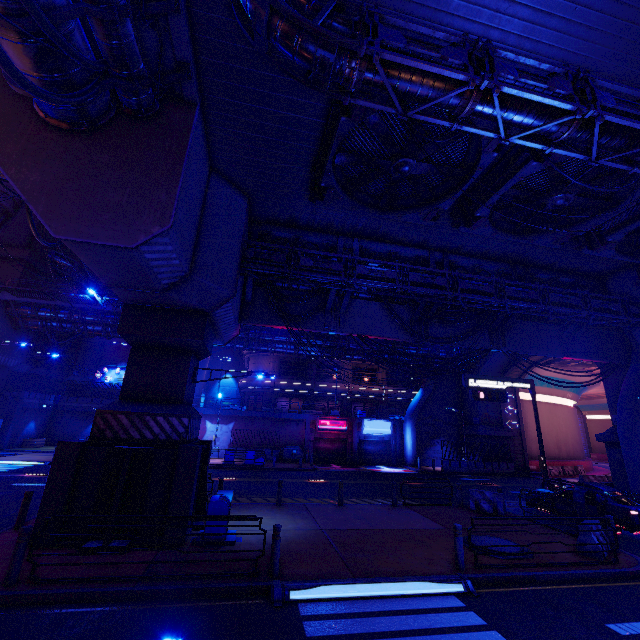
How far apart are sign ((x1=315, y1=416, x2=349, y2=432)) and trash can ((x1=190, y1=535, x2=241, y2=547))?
24.4m

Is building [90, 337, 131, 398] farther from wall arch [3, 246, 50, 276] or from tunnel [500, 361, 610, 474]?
tunnel [500, 361, 610, 474]

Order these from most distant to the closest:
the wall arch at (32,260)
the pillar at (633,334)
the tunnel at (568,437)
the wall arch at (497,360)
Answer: the tunnel at (568,437) → the wall arch at (497,360) → the wall arch at (32,260) → the pillar at (633,334)

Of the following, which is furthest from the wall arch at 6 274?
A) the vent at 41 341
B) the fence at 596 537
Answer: the fence at 596 537

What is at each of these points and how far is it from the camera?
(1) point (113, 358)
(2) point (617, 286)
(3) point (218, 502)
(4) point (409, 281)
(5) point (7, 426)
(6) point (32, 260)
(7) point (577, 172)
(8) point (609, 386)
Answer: (1) building, 44.88m
(2) pillar, 18.06m
(3) trash can, 9.86m
(4) pipe, 14.41m
(5) column, 29.23m
(6) wall arch, 32.19m
(7) vent, 10.77m
(8) wall arch, 21.92m

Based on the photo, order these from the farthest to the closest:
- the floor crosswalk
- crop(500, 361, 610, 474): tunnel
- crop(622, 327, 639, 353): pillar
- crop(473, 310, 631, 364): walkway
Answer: crop(500, 361, 610, 474): tunnel
crop(473, 310, 631, 364): walkway
crop(622, 327, 639, 353): pillar
the floor crosswalk

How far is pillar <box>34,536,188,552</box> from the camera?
8.6m

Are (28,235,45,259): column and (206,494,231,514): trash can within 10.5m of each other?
no
